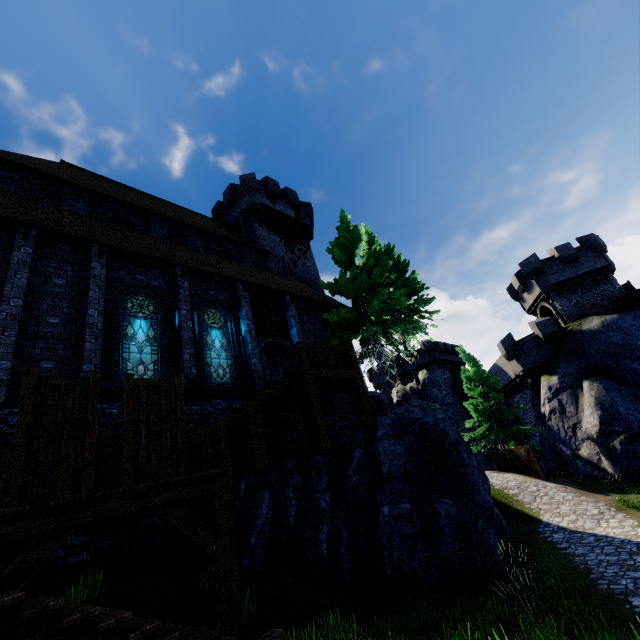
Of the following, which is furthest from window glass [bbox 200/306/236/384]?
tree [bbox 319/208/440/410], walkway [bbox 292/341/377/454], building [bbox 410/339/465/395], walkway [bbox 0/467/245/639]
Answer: building [bbox 410/339/465/395]

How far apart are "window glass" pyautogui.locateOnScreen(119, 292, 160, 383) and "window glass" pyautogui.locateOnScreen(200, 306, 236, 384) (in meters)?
1.53

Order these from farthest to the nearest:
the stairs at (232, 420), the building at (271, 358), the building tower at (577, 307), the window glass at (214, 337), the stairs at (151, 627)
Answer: the building tower at (577, 307) < the building at (271, 358) < the window glass at (214, 337) < the stairs at (232, 420) < the stairs at (151, 627)

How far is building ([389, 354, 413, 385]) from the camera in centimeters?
4528cm

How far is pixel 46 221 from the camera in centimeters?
1132cm

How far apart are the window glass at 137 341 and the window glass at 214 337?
1.53m

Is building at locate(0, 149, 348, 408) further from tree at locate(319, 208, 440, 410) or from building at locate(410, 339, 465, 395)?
building at locate(410, 339, 465, 395)

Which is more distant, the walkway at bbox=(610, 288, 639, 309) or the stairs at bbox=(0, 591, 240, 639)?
the walkway at bbox=(610, 288, 639, 309)
